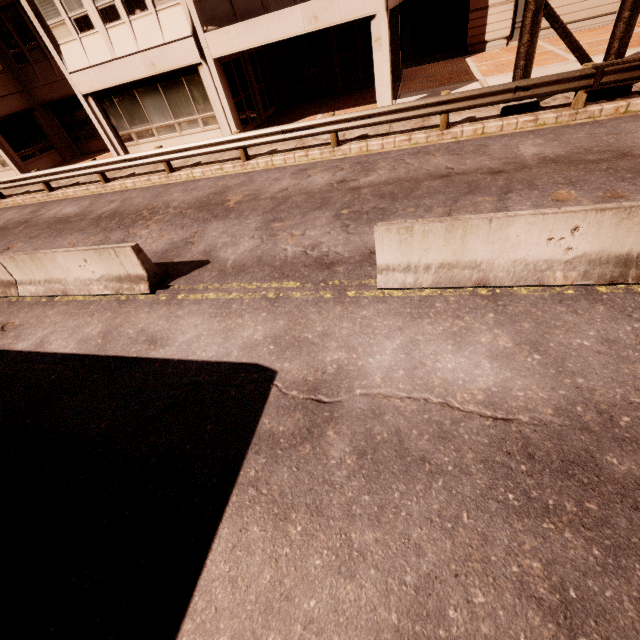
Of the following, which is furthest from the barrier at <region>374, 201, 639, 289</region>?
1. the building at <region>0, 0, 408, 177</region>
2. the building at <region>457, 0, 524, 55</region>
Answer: the building at <region>457, 0, 524, 55</region>

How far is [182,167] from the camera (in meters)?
13.42

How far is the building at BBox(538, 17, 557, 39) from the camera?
17.04m

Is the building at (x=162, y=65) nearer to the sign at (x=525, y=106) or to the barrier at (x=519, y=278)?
the sign at (x=525, y=106)

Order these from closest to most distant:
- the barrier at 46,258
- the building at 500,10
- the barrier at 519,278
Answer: the barrier at 519,278, the barrier at 46,258, the building at 500,10

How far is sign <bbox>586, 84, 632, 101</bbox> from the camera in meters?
8.8 m

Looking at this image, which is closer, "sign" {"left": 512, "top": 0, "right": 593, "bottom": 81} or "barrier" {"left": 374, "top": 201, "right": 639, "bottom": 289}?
"barrier" {"left": 374, "top": 201, "right": 639, "bottom": 289}

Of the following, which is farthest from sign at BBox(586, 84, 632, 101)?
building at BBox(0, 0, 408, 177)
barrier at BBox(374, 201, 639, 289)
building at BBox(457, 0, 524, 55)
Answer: building at BBox(457, 0, 524, 55)
